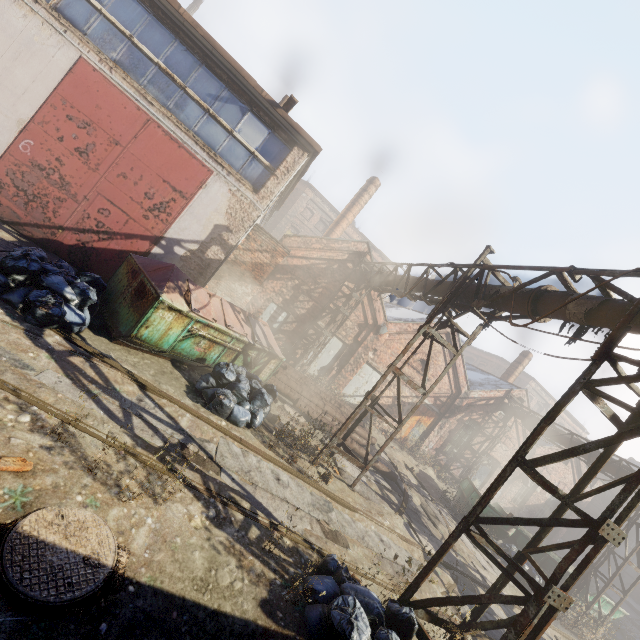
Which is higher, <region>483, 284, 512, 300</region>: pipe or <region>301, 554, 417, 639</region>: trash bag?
<region>483, 284, 512, 300</region>: pipe

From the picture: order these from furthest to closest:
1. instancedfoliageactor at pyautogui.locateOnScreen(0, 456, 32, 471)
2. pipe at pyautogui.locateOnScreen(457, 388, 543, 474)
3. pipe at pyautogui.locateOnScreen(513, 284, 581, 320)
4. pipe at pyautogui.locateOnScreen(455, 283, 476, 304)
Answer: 1. pipe at pyautogui.locateOnScreen(457, 388, 543, 474)
2. pipe at pyautogui.locateOnScreen(455, 283, 476, 304)
3. pipe at pyautogui.locateOnScreen(513, 284, 581, 320)
4. instancedfoliageactor at pyautogui.locateOnScreen(0, 456, 32, 471)

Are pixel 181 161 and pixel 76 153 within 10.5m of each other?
yes

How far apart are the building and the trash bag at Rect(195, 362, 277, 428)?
19.5 meters

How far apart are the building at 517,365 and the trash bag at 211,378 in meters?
19.5 m

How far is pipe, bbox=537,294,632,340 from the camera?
5.1 meters

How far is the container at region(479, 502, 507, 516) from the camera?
13.6m

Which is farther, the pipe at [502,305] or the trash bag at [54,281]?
the pipe at [502,305]
